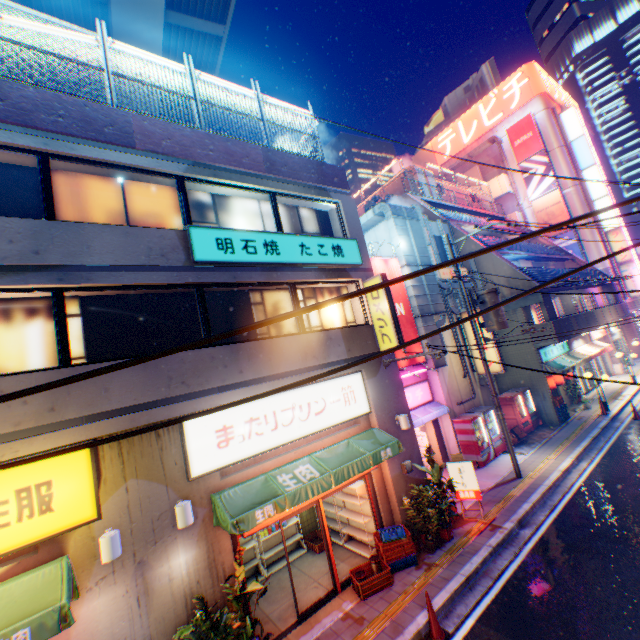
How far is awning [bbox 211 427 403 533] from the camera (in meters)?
6.57

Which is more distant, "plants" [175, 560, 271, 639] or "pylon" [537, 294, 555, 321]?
"pylon" [537, 294, 555, 321]

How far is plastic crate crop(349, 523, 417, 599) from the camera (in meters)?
7.96

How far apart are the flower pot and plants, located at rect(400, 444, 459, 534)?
0.25m

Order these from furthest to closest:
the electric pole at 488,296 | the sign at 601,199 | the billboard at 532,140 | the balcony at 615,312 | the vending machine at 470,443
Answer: the billboard at 532,140
the sign at 601,199
the balcony at 615,312
the vending machine at 470,443
the electric pole at 488,296

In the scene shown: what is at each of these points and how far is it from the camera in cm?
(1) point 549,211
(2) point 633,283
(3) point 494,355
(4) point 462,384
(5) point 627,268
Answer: (1) billboard, 3375
(2) sign, 3109
(3) sign, 1575
(4) building, 1612
(5) sign, 3133

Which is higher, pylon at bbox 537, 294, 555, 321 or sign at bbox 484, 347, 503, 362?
pylon at bbox 537, 294, 555, 321

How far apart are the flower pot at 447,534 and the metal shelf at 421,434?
5.19m
